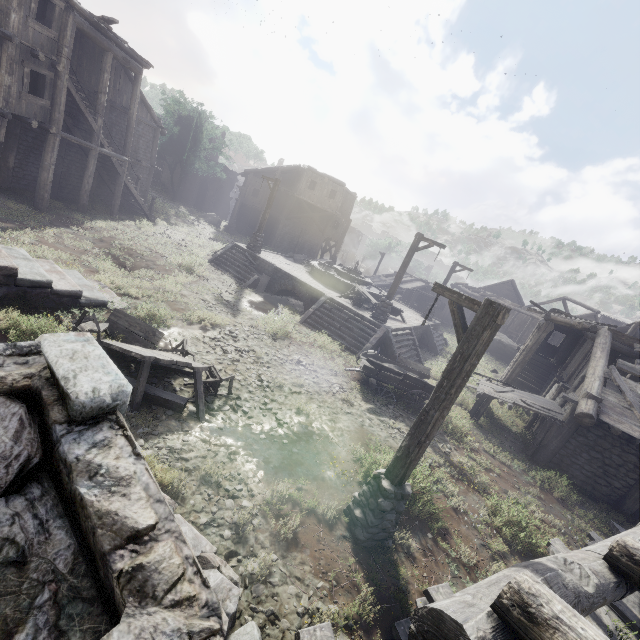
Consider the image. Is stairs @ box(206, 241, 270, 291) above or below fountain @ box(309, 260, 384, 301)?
below

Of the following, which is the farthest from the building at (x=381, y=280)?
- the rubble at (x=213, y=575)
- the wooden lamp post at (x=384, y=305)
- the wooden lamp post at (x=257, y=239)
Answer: the rubble at (x=213, y=575)

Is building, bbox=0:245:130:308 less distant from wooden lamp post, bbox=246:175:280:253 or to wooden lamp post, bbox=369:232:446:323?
wooden lamp post, bbox=246:175:280:253

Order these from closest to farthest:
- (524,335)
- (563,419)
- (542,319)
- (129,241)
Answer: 1. (563,419)
2. (129,241)
3. (542,319)
4. (524,335)

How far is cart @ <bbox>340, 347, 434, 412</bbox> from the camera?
11.81m

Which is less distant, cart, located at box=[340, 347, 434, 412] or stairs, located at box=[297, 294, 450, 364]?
cart, located at box=[340, 347, 434, 412]

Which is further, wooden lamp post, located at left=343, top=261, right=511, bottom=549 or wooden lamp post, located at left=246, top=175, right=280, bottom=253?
wooden lamp post, located at left=246, top=175, right=280, bottom=253

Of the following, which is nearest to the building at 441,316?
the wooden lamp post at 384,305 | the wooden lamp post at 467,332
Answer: the wooden lamp post at 384,305
